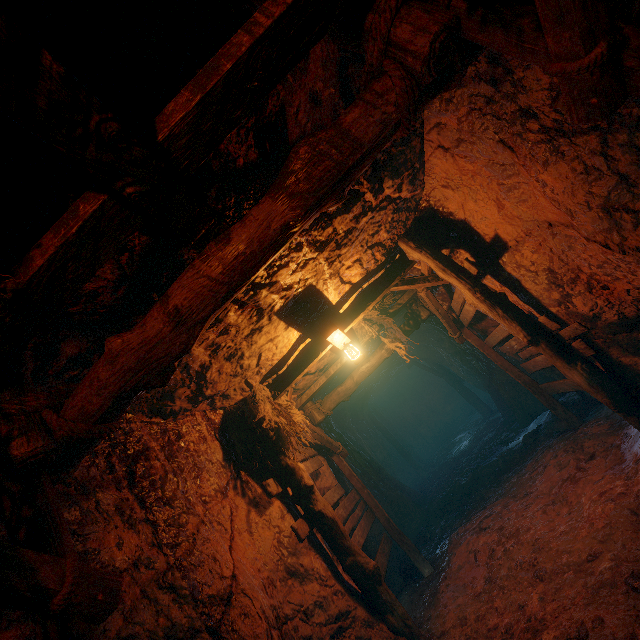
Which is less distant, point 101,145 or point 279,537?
point 101,145
